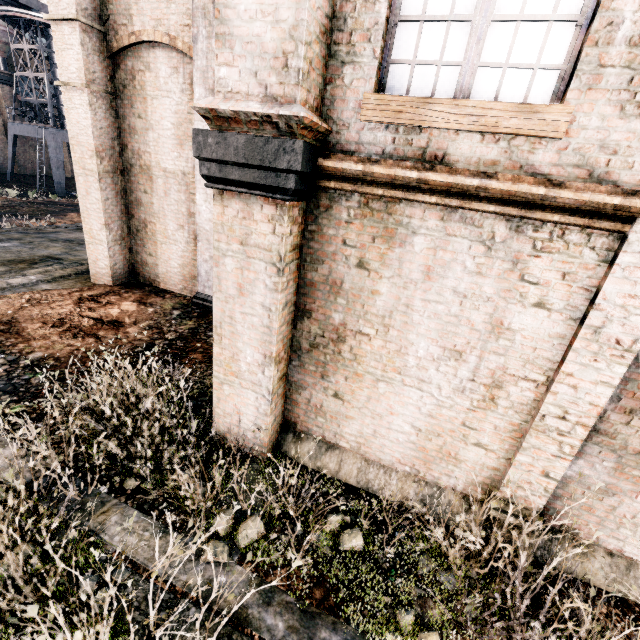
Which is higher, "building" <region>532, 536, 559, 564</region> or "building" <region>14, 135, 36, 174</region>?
"building" <region>14, 135, 36, 174</region>

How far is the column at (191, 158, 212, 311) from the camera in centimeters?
977cm

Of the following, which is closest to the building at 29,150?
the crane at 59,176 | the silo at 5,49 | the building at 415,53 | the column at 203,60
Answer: the silo at 5,49

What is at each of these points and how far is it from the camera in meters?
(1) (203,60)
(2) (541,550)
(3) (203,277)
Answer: (1) column, 8.5
(2) building, 4.7
(3) column, 10.9

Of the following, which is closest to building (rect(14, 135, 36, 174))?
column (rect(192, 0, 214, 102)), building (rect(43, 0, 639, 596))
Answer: building (rect(43, 0, 639, 596))

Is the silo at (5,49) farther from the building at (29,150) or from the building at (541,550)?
the building at (541,550)

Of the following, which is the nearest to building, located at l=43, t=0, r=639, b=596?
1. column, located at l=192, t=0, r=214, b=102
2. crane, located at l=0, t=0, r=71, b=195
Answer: column, located at l=192, t=0, r=214, b=102

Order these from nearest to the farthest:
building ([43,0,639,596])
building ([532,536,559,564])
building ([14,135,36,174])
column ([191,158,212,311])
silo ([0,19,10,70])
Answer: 1. building ([43,0,639,596])
2. building ([532,536,559,564])
3. column ([191,158,212,311])
4. silo ([0,19,10,70])
5. building ([14,135,36,174])
